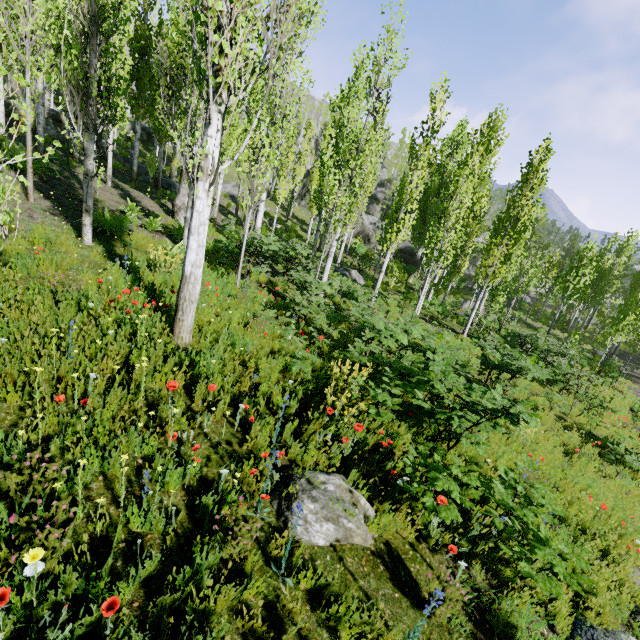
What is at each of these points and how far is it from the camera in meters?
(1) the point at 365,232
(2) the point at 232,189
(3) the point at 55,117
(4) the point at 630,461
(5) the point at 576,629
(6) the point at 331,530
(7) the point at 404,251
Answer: (1) rock, 41.1
(2) rock, 36.2
(3) rock, 20.7
(4) instancedfoliageactor, 7.8
(5) rock, 3.8
(6) rock, 3.4
(7) rock, 38.8

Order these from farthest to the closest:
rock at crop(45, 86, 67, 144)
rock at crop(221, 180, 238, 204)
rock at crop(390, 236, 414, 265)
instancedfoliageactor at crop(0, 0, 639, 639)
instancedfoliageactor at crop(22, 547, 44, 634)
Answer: rock at crop(390, 236, 414, 265), rock at crop(221, 180, 238, 204), rock at crop(45, 86, 67, 144), instancedfoliageactor at crop(0, 0, 639, 639), instancedfoliageactor at crop(22, 547, 44, 634)

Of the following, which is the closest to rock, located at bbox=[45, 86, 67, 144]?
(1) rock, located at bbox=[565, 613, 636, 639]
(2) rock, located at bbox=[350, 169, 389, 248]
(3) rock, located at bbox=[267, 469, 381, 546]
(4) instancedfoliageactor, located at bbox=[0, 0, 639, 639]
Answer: (4) instancedfoliageactor, located at bbox=[0, 0, 639, 639]

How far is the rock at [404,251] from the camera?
38.48m

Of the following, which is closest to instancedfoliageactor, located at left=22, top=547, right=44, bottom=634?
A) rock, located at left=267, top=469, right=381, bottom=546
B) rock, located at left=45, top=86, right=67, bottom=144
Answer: rock, located at left=45, top=86, right=67, bottom=144

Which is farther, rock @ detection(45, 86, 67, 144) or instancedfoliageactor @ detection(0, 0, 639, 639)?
rock @ detection(45, 86, 67, 144)

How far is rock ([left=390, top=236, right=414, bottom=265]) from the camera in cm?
3848

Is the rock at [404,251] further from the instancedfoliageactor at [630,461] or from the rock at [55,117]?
the rock at [55,117]
